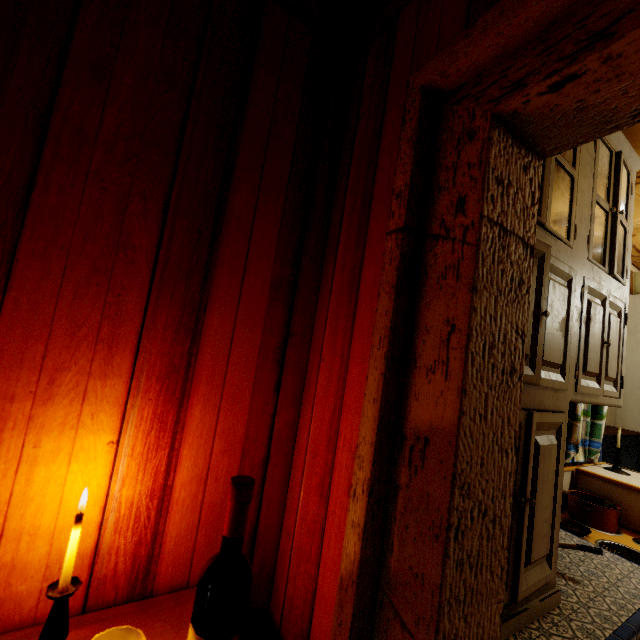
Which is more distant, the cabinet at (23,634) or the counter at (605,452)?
the counter at (605,452)

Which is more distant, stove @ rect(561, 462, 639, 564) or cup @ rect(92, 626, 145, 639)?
stove @ rect(561, 462, 639, 564)

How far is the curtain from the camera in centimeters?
215cm

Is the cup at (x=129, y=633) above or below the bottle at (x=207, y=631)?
below

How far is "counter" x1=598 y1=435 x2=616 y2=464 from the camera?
2.7m

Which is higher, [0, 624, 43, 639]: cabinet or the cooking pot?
[0, 624, 43, 639]: cabinet

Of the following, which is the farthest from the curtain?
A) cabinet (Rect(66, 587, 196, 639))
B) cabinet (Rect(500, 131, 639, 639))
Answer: cabinet (Rect(66, 587, 196, 639))

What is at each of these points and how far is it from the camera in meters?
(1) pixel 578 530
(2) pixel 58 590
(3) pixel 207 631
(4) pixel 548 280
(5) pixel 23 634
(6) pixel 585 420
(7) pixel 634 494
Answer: (1) cooking pot, 1.9
(2) candle, 0.7
(3) bottle, 0.6
(4) cabinet, 1.1
(5) cabinet, 0.8
(6) curtain, 2.4
(7) stove, 2.0
